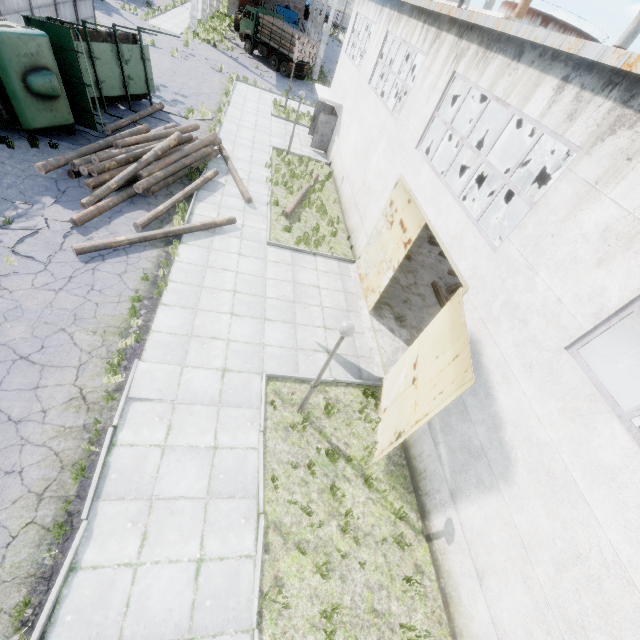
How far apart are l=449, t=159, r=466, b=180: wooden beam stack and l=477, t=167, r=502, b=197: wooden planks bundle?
1.0 meters

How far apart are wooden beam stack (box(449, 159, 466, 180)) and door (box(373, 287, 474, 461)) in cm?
2272

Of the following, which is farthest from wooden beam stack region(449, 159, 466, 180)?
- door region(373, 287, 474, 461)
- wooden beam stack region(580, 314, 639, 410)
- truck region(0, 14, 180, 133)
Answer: door region(373, 287, 474, 461)

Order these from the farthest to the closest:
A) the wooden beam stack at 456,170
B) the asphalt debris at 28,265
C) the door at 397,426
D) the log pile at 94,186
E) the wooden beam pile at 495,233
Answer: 1. the wooden beam stack at 456,170
2. the wooden beam pile at 495,233
3. the log pile at 94,186
4. the asphalt debris at 28,265
5. the door at 397,426

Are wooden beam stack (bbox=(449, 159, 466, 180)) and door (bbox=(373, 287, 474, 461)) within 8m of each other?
no

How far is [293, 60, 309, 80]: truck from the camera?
31.9m

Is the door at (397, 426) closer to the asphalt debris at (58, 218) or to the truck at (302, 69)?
the asphalt debris at (58, 218)

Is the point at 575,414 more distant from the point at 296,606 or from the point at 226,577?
the point at 226,577
